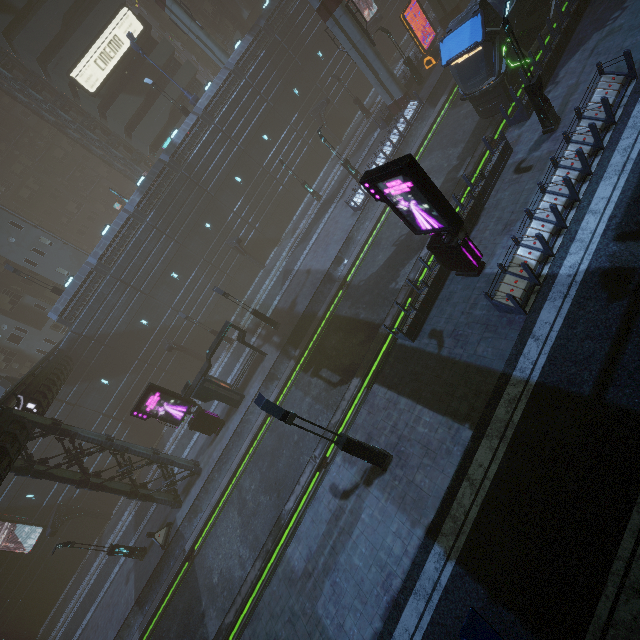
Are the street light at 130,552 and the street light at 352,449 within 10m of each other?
no

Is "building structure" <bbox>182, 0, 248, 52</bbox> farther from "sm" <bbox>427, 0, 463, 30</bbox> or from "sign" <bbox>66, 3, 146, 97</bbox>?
"sm" <bbox>427, 0, 463, 30</bbox>

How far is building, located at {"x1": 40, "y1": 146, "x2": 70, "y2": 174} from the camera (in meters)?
55.38

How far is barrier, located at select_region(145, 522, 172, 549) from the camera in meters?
21.2 m

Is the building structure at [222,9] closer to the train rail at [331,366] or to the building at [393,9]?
the building at [393,9]

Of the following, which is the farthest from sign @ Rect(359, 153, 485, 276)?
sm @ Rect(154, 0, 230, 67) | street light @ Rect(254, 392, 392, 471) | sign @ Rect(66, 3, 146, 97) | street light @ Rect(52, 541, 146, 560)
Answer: sm @ Rect(154, 0, 230, 67)

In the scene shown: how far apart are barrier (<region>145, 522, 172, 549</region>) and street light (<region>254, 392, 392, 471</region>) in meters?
17.7

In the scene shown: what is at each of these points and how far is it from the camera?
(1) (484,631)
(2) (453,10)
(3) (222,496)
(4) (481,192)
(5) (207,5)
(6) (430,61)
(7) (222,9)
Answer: (1) street light, 3.57m
(2) sm, 29.44m
(3) train rail, 20.56m
(4) building, 14.94m
(5) building, 44.47m
(6) sign, 28.69m
(7) building structure, 41.97m
